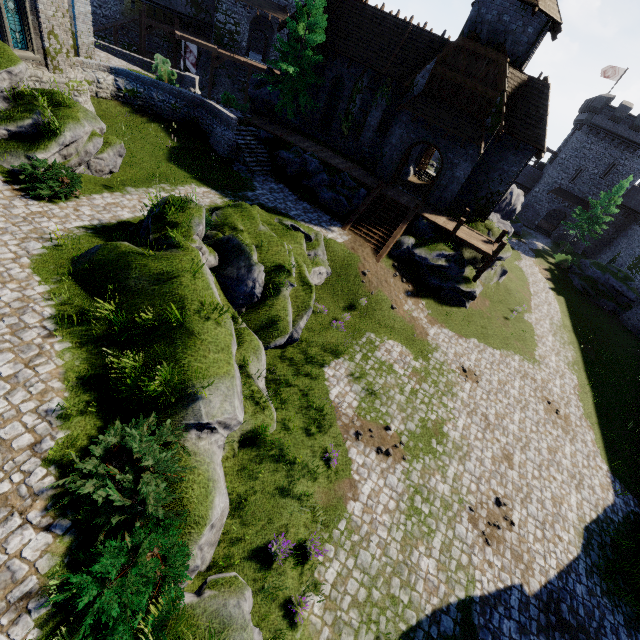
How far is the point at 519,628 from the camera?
9.6m

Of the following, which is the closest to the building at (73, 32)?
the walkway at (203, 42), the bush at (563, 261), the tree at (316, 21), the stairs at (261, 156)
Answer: the stairs at (261, 156)

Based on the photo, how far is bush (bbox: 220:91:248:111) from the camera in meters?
27.2 m

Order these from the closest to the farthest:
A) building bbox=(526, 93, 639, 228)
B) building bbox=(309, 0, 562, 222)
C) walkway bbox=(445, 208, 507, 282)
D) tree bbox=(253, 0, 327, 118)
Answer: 1. building bbox=(309, 0, 562, 222)
2. walkway bbox=(445, 208, 507, 282)
3. tree bbox=(253, 0, 327, 118)
4. building bbox=(526, 93, 639, 228)

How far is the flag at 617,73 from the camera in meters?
43.0 m

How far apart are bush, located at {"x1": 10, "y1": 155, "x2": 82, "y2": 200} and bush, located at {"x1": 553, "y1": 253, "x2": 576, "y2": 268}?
47.0 meters

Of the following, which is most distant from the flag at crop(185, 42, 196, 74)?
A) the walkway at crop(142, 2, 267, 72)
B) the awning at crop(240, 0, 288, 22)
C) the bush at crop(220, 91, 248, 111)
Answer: the bush at crop(220, 91, 248, 111)

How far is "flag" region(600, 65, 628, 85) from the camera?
43.0m
